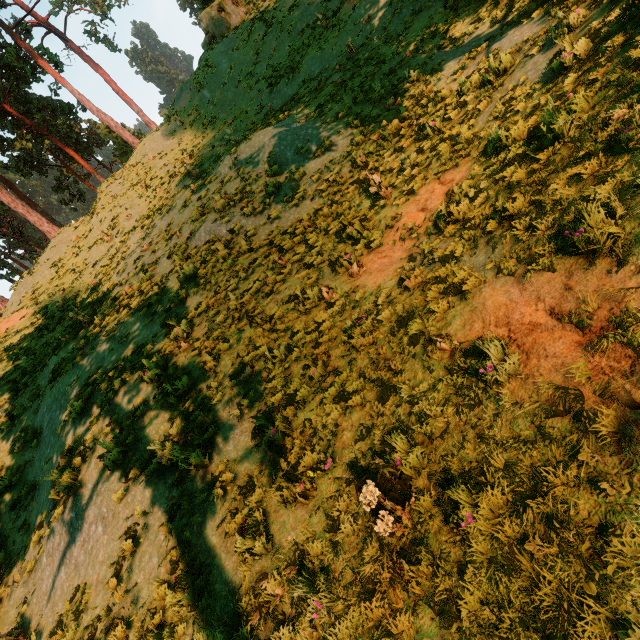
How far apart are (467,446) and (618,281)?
2.2m

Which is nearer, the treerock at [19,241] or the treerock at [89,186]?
the treerock at [19,241]

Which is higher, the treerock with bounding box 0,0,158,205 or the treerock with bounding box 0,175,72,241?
the treerock with bounding box 0,0,158,205

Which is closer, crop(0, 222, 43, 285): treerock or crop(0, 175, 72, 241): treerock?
crop(0, 175, 72, 241): treerock

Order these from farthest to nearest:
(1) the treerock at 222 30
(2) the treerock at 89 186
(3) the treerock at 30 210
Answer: (2) the treerock at 89 186, (1) the treerock at 222 30, (3) the treerock at 30 210

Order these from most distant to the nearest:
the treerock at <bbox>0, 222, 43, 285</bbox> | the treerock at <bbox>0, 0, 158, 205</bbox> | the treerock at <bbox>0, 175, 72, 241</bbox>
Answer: the treerock at <bbox>0, 0, 158, 205</bbox> → the treerock at <bbox>0, 222, 43, 285</bbox> → the treerock at <bbox>0, 175, 72, 241</bbox>
